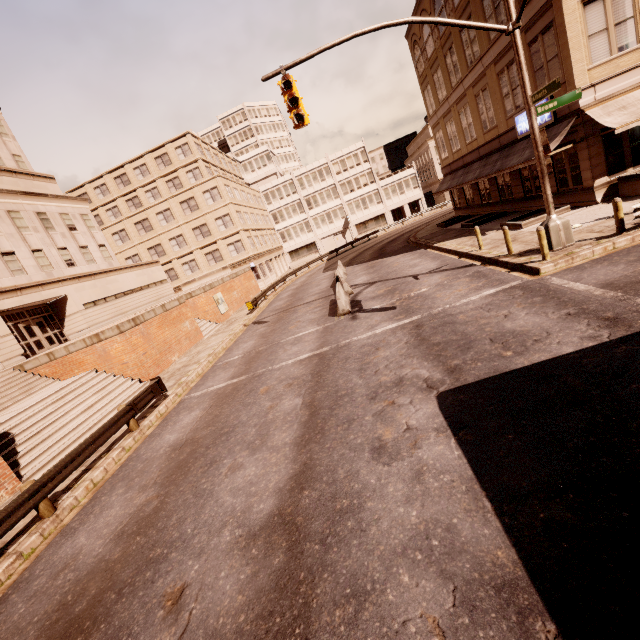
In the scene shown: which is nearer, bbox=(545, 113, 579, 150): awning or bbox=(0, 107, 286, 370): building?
bbox=(545, 113, 579, 150): awning

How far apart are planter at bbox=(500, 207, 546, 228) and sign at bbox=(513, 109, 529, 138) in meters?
4.3 m

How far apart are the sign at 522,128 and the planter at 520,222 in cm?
430

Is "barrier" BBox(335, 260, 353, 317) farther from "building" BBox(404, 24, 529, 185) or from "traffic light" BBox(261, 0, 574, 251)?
"building" BBox(404, 24, 529, 185)

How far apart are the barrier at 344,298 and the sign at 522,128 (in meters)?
13.58

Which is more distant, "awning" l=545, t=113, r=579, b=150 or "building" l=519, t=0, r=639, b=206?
"awning" l=545, t=113, r=579, b=150

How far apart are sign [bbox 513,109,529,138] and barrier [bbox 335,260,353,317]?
13.6m

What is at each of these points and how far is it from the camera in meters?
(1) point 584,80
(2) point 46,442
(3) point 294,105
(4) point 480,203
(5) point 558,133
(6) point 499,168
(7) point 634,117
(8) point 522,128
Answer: (1) building, 15.0 m
(2) bp, 11.9 m
(3) traffic light, 11.3 m
(4) building, 29.1 m
(5) awning, 16.2 m
(6) awning, 21.1 m
(7) awning, 13.9 m
(8) sign, 19.4 m
